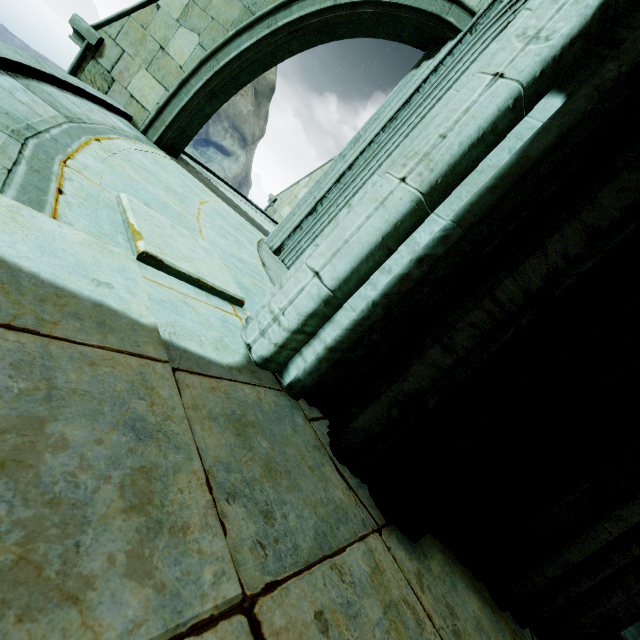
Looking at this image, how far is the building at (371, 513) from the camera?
1.5 meters

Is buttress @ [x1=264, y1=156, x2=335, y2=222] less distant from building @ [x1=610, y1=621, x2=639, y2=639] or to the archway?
building @ [x1=610, y1=621, x2=639, y2=639]

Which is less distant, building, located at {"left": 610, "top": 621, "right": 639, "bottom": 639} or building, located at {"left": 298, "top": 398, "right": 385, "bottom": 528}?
building, located at {"left": 298, "top": 398, "right": 385, "bottom": 528}

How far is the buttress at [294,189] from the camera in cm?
1098

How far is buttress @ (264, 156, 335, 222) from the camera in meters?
11.0

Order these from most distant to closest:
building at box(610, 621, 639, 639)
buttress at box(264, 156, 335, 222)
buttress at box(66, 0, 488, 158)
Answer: buttress at box(264, 156, 335, 222) < buttress at box(66, 0, 488, 158) < building at box(610, 621, 639, 639)

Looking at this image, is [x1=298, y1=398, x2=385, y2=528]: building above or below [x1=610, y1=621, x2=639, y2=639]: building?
above

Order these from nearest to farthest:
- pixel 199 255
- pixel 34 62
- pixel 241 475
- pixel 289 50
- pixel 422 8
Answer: pixel 241 475 → pixel 199 255 → pixel 34 62 → pixel 422 8 → pixel 289 50
